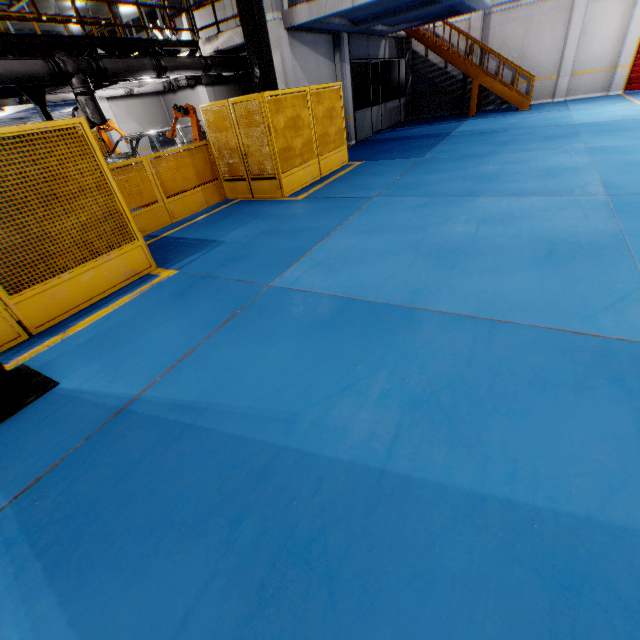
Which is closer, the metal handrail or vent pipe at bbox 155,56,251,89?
the metal handrail

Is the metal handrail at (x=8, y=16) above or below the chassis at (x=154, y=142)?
Result: above

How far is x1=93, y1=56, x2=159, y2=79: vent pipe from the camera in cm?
862

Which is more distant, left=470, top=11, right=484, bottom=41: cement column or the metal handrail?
left=470, top=11, right=484, bottom=41: cement column

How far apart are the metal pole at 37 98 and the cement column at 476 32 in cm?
1876

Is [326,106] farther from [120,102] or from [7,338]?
[120,102]

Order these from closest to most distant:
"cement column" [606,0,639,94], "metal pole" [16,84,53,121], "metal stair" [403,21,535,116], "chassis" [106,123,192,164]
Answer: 1. "metal pole" [16,84,53,121]
2. "chassis" [106,123,192,164]
3. "cement column" [606,0,639,94]
4. "metal stair" [403,21,535,116]

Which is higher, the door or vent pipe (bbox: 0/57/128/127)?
vent pipe (bbox: 0/57/128/127)
